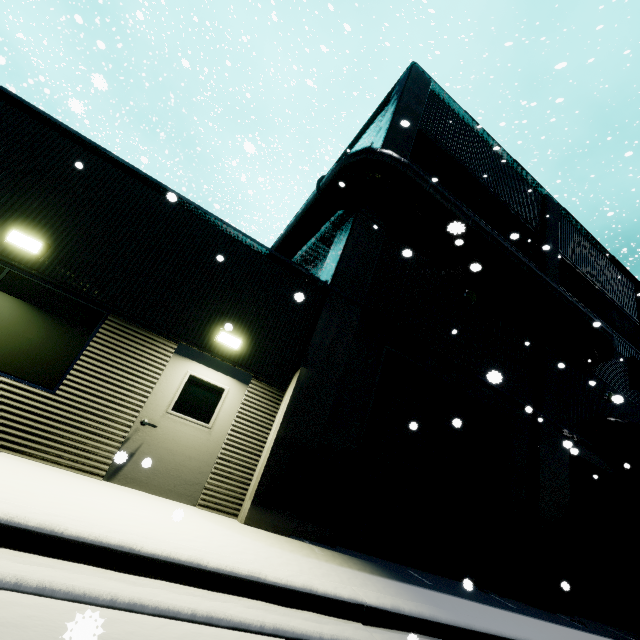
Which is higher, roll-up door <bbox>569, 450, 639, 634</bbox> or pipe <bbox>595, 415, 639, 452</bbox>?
pipe <bbox>595, 415, 639, 452</bbox>

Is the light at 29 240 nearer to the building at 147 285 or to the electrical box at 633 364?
the building at 147 285

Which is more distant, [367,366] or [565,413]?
[565,413]

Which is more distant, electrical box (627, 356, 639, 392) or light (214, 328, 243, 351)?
electrical box (627, 356, 639, 392)

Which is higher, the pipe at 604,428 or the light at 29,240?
the pipe at 604,428

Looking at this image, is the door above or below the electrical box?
below

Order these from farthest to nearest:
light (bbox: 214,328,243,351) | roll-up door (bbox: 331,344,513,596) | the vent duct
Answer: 1. the vent duct
2. roll-up door (bbox: 331,344,513,596)
3. light (bbox: 214,328,243,351)
